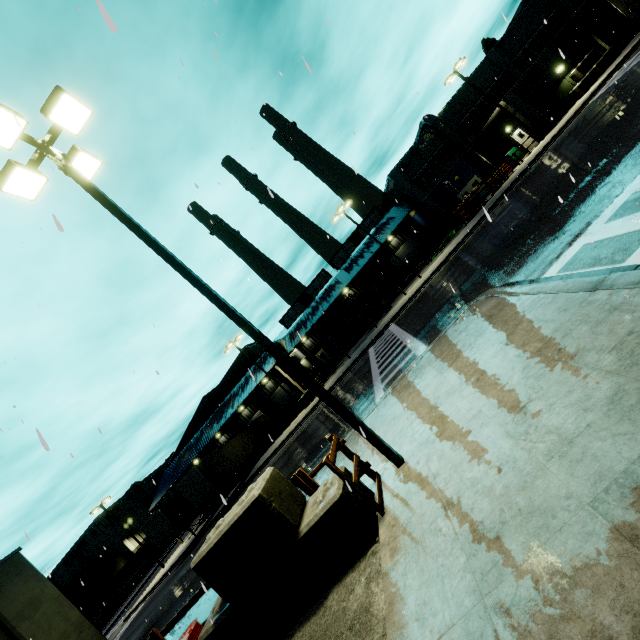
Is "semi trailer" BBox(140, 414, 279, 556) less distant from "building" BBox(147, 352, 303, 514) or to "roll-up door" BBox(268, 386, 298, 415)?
"building" BBox(147, 352, 303, 514)

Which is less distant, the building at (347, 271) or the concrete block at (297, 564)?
the concrete block at (297, 564)

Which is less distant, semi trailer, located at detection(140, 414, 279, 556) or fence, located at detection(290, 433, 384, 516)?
fence, located at detection(290, 433, 384, 516)

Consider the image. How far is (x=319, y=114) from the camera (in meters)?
16.02

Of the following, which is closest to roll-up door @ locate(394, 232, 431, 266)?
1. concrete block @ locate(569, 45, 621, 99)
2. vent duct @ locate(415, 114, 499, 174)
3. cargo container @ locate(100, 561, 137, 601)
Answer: vent duct @ locate(415, 114, 499, 174)

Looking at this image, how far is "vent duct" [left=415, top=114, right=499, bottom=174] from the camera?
34.5m

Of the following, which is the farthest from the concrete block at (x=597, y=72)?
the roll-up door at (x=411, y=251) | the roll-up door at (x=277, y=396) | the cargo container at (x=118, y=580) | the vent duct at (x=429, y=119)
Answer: the cargo container at (x=118, y=580)

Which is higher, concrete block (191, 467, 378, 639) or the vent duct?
the vent duct
